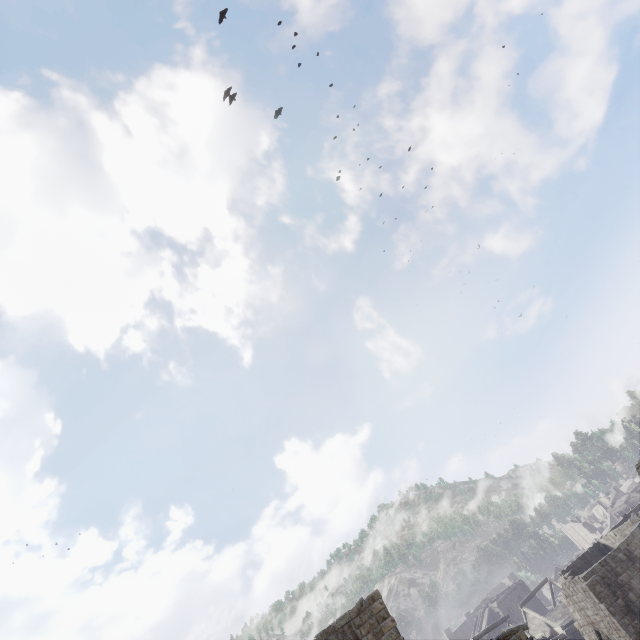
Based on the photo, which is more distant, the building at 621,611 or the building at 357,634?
the building at 621,611

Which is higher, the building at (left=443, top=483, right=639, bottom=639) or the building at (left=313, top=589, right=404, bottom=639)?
the building at (left=313, top=589, right=404, bottom=639)

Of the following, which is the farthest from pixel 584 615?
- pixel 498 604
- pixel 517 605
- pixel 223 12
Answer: pixel 223 12

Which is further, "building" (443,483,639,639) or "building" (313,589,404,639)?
"building" (443,483,639,639)

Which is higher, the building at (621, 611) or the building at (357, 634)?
the building at (357, 634)
